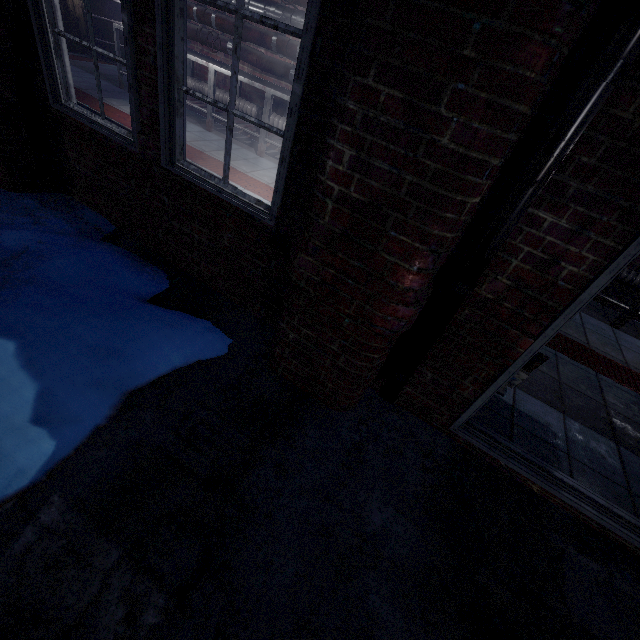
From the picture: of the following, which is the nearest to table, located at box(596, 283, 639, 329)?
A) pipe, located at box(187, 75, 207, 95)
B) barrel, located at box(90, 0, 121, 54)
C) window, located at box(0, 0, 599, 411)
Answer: pipe, located at box(187, 75, 207, 95)

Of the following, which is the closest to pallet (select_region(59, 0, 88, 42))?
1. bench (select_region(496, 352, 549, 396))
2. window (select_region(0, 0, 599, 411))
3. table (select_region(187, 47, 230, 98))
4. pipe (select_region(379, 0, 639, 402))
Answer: table (select_region(187, 47, 230, 98))

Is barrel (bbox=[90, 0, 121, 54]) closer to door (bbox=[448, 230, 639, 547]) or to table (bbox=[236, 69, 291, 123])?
table (bbox=[236, 69, 291, 123])

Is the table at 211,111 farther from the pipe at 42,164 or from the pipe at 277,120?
the pipe at 42,164

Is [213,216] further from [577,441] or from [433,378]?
[577,441]

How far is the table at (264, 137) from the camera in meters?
4.5

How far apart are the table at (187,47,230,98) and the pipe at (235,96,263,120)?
0.0m

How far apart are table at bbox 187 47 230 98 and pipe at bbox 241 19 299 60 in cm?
11
